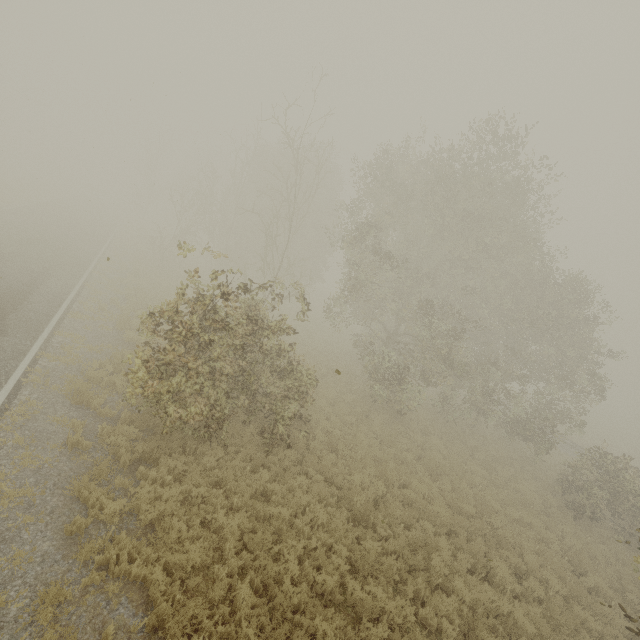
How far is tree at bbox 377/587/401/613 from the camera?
7.2 meters

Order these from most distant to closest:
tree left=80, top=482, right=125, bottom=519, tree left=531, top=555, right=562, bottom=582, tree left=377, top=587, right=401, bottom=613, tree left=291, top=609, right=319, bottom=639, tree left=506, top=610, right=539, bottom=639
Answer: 1. tree left=531, top=555, right=562, bottom=582
2. tree left=506, top=610, right=539, bottom=639
3. tree left=377, top=587, right=401, bottom=613
4. tree left=80, top=482, right=125, bottom=519
5. tree left=291, top=609, right=319, bottom=639

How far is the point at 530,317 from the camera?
17.7m

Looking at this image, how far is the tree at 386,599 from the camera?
7.16m

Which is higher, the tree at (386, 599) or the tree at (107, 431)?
the tree at (107, 431)

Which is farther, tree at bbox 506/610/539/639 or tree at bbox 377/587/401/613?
tree at bbox 506/610/539/639
